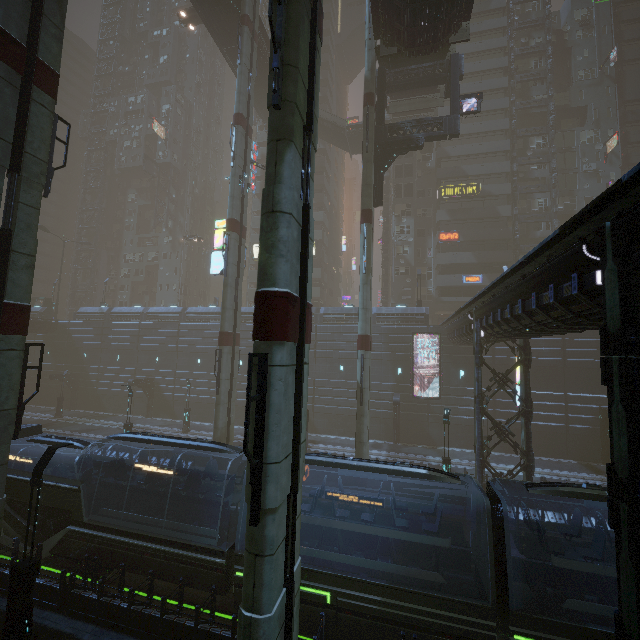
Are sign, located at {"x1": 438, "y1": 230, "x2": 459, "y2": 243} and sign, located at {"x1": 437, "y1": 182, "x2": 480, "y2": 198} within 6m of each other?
yes

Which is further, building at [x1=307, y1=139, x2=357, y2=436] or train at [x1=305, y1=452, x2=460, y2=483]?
building at [x1=307, y1=139, x2=357, y2=436]

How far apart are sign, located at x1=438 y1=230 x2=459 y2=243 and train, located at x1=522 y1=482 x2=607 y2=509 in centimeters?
3718cm

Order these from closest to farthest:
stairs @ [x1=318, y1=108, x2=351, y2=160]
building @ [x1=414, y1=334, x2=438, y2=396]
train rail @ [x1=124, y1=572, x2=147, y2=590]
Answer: train rail @ [x1=124, y1=572, x2=147, y2=590] → building @ [x1=414, y1=334, x2=438, y2=396] → stairs @ [x1=318, y1=108, x2=351, y2=160]

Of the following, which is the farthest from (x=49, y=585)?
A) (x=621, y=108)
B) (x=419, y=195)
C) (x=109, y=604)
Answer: (x=621, y=108)

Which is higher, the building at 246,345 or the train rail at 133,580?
the building at 246,345

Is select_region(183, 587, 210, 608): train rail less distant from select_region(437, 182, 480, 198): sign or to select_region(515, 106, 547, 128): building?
select_region(515, 106, 547, 128): building

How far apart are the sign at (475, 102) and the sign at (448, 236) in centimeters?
2017cm
